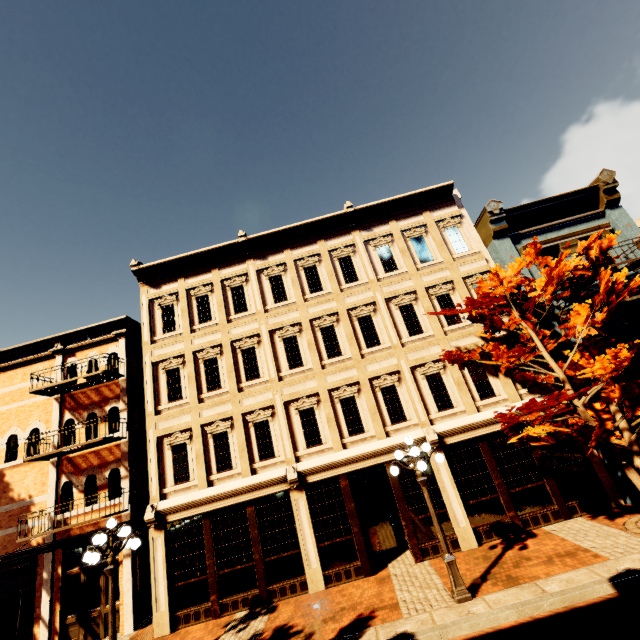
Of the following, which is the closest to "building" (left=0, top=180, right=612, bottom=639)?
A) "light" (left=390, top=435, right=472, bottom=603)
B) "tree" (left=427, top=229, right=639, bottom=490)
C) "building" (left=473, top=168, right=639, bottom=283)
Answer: "building" (left=473, top=168, right=639, bottom=283)

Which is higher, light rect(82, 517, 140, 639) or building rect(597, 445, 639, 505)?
light rect(82, 517, 140, 639)

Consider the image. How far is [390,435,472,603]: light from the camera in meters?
7.4 m

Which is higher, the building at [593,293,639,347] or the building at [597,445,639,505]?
the building at [593,293,639,347]

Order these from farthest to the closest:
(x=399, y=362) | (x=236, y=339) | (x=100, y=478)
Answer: (x=236, y=339), (x=100, y=478), (x=399, y=362)

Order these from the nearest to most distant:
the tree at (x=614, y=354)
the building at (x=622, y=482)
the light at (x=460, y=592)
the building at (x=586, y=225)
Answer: the light at (x=460, y=592) < the tree at (x=614, y=354) < the building at (x=622, y=482) < the building at (x=586, y=225)

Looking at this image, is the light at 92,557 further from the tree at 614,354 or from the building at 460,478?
the tree at 614,354

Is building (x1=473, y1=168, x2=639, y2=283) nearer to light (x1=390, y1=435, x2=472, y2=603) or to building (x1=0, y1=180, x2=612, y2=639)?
building (x1=0, y1=180, x2=612, y2=639)
